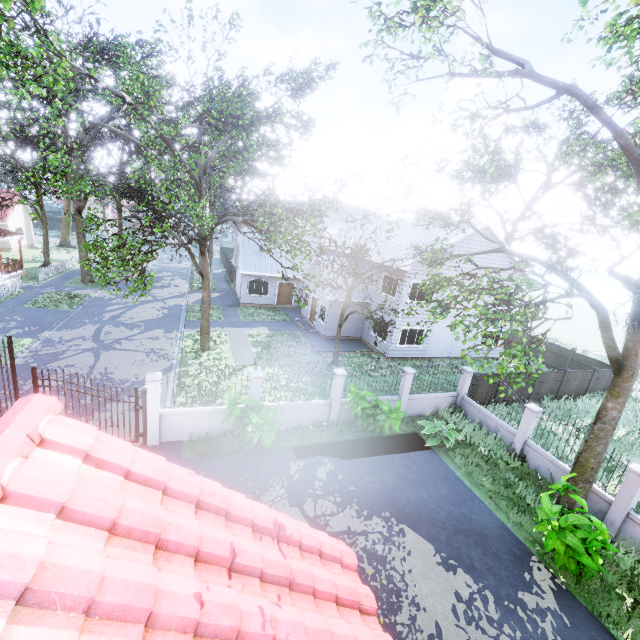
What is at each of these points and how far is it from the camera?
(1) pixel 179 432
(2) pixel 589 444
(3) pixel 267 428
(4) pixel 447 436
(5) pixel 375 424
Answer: (1) fence, 11.2 meters
(2) tree, 9.6 meters
(3) plant, 10.1 meters
(4) plant, 12.6 meters
(5) plant, 12.4 meters

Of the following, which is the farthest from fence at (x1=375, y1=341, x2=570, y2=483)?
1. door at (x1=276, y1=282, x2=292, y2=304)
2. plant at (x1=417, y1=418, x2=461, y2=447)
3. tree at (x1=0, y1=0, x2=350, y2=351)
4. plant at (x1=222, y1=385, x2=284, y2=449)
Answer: door at (x1=276, y1=282, x2=292, y2=304)

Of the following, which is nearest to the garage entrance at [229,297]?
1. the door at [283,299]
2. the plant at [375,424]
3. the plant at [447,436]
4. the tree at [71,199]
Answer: the tree at [71,199]

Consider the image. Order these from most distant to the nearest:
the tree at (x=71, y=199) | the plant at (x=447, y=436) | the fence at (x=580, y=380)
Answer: the fence at (x=580, y=380) < the plant at (x=447, y=436) < the tree at (x=71, y=199)

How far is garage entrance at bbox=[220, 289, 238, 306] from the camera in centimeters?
2850cm

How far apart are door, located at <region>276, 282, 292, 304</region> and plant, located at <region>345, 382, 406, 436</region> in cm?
1780

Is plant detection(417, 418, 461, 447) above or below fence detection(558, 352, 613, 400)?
below

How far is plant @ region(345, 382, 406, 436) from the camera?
11.87m
